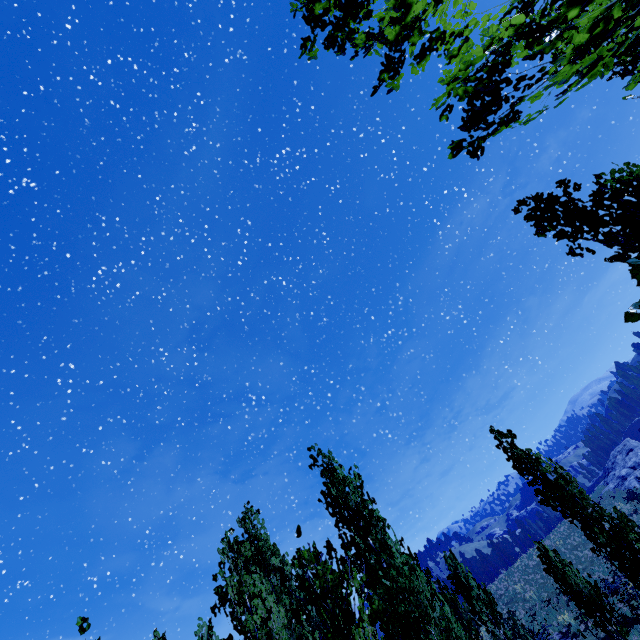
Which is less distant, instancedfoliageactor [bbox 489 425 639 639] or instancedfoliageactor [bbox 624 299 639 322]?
instancedfoliageactor [bbox 624 299 639 322]

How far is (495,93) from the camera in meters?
3.0

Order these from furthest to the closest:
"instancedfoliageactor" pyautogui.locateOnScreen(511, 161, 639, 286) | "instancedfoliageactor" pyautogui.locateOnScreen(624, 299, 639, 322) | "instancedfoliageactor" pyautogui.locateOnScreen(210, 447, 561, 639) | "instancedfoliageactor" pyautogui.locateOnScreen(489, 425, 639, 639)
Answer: "instancedfoliageactor" pyautogui.locateOnScreen(489, 425, 639, 639) → "instancedfoliageactor" pyautogui.locateOnScreen(210, 447, 561, 639) → "instancedfoliageactor" pyautogui.locateOnScreen(511, 161, 639, 286) → "instancedfoliageactor" pyautogui.locateOnScreen(624, 299, 639, 322)

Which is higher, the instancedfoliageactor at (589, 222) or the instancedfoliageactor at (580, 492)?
the instancedfoliageactor at (589, 222)

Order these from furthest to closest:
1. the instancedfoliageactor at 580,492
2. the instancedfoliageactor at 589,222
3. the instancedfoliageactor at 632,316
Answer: the instancedfoliageactor at 580,492, the instancedfoliageactor at 589,222, the instancedfoliageactor at 632,316

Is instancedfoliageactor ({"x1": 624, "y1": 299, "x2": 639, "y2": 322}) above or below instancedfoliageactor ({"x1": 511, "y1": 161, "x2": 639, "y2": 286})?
below
